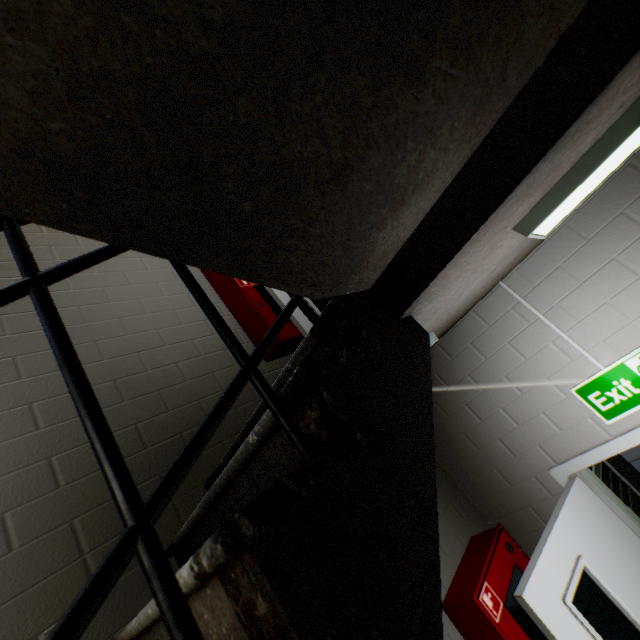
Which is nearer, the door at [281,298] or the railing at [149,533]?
the railing at [149,533]

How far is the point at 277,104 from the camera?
0.58m

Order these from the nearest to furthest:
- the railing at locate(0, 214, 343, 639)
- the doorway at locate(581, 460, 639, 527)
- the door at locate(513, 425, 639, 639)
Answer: the railing at locate(0, 214, 343, 639) → the door at locate(513, 425, 639, 639) → the doorway at locate(581, 460, 639, 527)

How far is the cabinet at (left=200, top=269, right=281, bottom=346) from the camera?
2.7m

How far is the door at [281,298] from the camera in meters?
2.4 m

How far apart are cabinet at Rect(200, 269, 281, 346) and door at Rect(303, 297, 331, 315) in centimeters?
31cm

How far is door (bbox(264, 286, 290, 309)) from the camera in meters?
2.4 m
